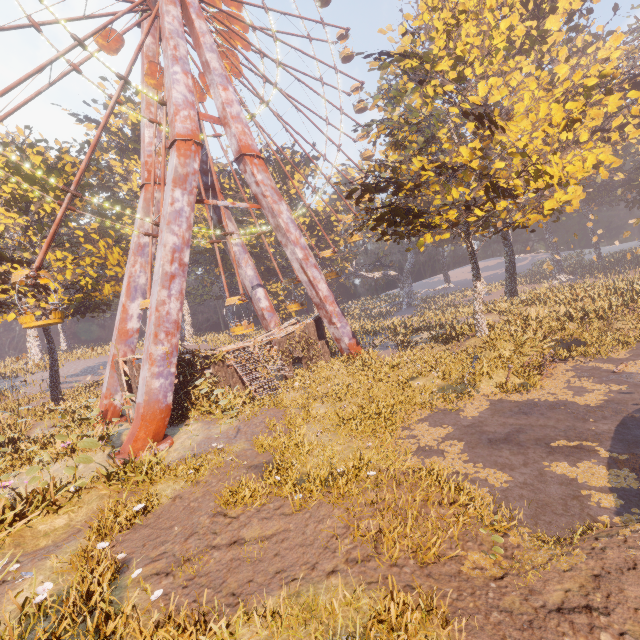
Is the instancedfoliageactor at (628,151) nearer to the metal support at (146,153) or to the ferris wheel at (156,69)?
the ferris wheel at (156,69)

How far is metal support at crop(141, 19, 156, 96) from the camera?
22.1 meters

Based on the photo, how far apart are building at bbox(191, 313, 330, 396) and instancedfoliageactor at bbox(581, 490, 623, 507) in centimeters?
1643cm

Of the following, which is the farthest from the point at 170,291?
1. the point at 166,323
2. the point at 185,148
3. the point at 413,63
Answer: the point at 413,63

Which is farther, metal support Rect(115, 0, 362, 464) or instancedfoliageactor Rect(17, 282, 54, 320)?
instancedfoliageactor Rect(17, 282, 54, 320)

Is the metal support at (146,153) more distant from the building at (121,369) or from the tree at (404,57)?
the tree at (404,57)

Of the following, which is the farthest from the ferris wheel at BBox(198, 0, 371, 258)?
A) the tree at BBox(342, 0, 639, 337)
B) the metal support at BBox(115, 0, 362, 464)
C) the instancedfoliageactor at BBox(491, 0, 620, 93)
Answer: the instancedfoliageactor at BBox(491, 0, 620, 93)

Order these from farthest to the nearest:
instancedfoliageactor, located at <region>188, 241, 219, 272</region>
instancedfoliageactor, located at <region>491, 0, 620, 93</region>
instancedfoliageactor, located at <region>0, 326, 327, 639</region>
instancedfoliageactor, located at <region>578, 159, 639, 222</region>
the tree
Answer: instancedfoliageactor, located at <region>188, 241, 219, 272</region> → instancedfoliageactor, located at <region>578, 159, 639, 222</region> → instancedfoliageactor, located at <region>491, 0, 620, 93</region> → the tree → instancedfoliageactor, located at <region>0, 326, 327, 639</region>
